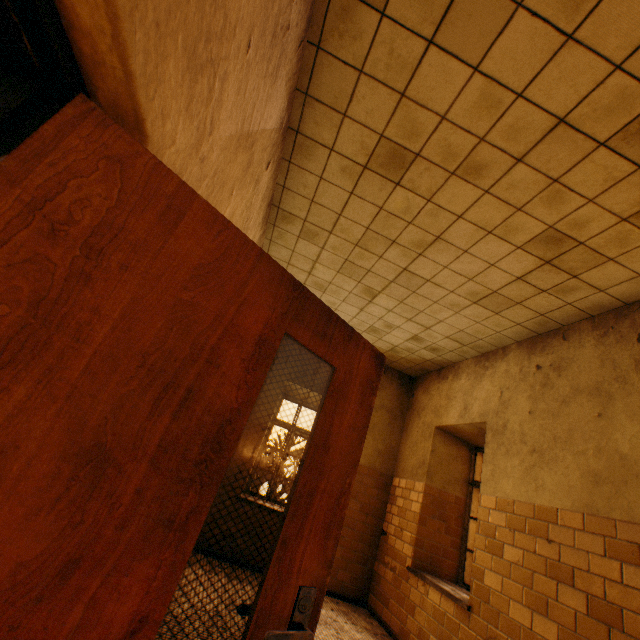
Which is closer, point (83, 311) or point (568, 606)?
point (83, 311)

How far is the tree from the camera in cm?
2434

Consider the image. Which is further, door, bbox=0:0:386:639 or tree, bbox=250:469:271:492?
tree, bbox=250:469:271:492

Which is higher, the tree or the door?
the door

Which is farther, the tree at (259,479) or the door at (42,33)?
the tree at (259,479)

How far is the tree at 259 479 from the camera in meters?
24.3 m
